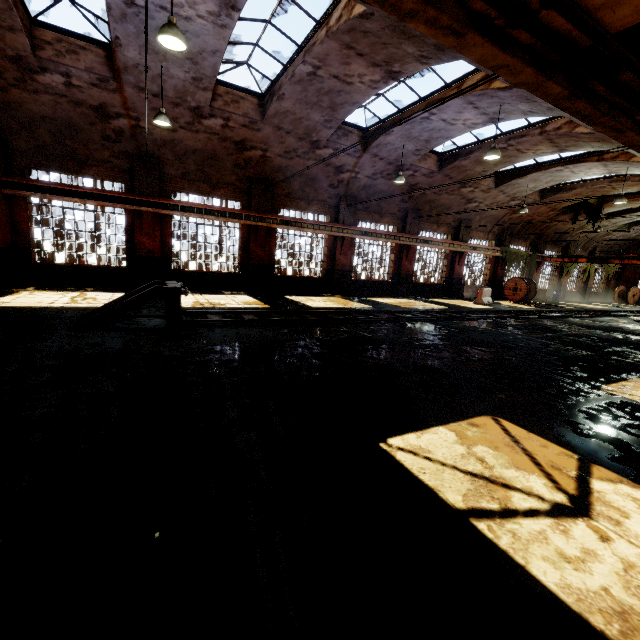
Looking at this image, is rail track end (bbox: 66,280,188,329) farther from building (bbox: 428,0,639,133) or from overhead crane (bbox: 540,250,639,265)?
overhead crane (bbox: 540,250,639,265)

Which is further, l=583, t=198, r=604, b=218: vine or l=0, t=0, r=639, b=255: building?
l=583, t=198, r=604, b=218: vine

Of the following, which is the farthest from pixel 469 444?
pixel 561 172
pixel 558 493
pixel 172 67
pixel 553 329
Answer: pixel 561 172

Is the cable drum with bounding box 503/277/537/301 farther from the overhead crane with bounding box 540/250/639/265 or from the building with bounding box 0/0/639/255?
the overhead crane with bounding box 540/250/639/265

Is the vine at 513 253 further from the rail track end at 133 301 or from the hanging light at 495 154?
the rail track end at 133 301

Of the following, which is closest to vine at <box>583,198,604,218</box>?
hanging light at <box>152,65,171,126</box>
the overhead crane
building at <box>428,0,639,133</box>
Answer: the overhead crane

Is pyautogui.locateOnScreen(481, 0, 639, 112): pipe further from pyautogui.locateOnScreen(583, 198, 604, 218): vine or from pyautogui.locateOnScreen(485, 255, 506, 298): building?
pyautogui.locateOnScreen(583, 198, 604, 218): vine

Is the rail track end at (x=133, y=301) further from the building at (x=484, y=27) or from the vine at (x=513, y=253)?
the vine at (x=513, y=253)
